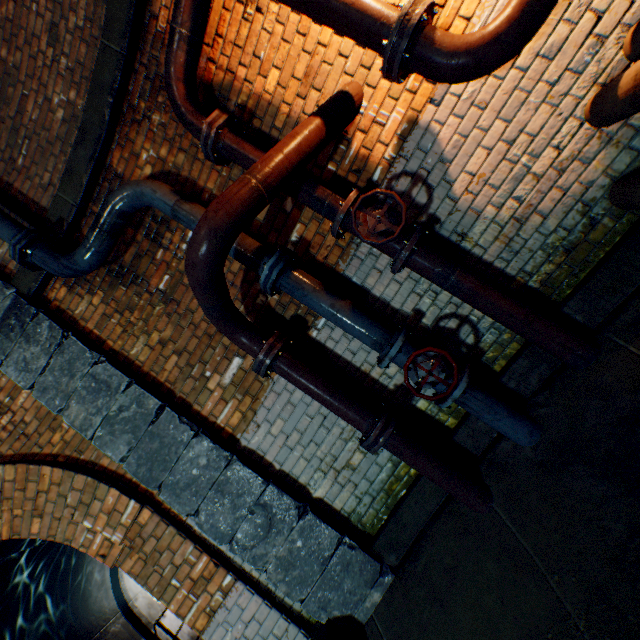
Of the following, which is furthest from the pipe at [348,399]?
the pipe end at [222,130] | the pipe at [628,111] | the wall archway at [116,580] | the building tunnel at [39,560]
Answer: the wall archway at [116,580]

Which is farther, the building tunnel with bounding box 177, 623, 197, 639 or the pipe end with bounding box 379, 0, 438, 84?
the building tunnel with bounding box 177, 623, 197, 639

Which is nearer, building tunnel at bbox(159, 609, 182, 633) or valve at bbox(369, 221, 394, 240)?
valve at bbox(369, 221, 394, 240)

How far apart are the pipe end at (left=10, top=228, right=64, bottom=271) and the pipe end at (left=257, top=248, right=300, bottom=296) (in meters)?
2.01

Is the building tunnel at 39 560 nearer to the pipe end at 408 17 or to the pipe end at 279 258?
the pipe end at 279 258

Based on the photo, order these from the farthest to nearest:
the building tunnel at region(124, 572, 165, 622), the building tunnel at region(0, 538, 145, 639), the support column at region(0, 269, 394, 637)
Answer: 1. the building tunnel at region(124, 572, 165, 622)
2. the building tunnel at region(0, 538, 145, 639)
3. the support column at region(0, 269, 394, 637)

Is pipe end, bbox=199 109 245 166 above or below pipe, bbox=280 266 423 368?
above

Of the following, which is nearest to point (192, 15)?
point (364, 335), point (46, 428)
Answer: point (364, 335)
